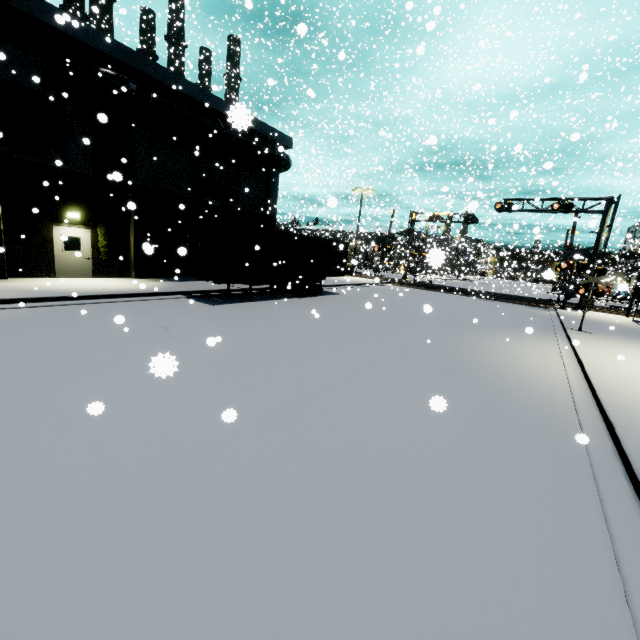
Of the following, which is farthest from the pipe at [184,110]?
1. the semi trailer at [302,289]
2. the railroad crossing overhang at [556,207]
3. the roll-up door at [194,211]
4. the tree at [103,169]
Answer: the railroad crossing overhang at [556,207]

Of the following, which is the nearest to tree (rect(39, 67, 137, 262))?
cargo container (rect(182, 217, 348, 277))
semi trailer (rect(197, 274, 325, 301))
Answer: cargo container (rect(182, 217, 348, 277))

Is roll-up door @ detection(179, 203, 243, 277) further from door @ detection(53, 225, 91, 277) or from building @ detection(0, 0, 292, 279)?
door @ detection(53, 225, 91, 277)

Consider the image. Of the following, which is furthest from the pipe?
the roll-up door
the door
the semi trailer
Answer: the door

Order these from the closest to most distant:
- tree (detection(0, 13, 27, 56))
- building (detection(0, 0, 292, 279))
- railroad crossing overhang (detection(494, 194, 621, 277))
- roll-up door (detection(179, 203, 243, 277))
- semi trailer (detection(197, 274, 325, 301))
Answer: tree (detection(0, 13, 27, 56)) → building (detection(0, 0, 292, 279)) → semi trailer (detection(197, 274, 325, 301)) → roll-up door (detection(179, 203, 243, 277)) → railroad crossing overhang (detection(494, 194, 621, 277))

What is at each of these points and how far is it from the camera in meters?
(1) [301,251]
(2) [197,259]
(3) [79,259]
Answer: (1) cargo container, 18.1 m
(2) cargo container door, 14.1 m
(3) door, 15.6 m

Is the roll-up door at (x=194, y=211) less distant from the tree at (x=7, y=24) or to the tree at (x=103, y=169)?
the tree at (x=103, y=169)

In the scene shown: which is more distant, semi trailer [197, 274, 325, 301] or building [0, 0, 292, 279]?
semi trailer [197, 274, 325, 301]
